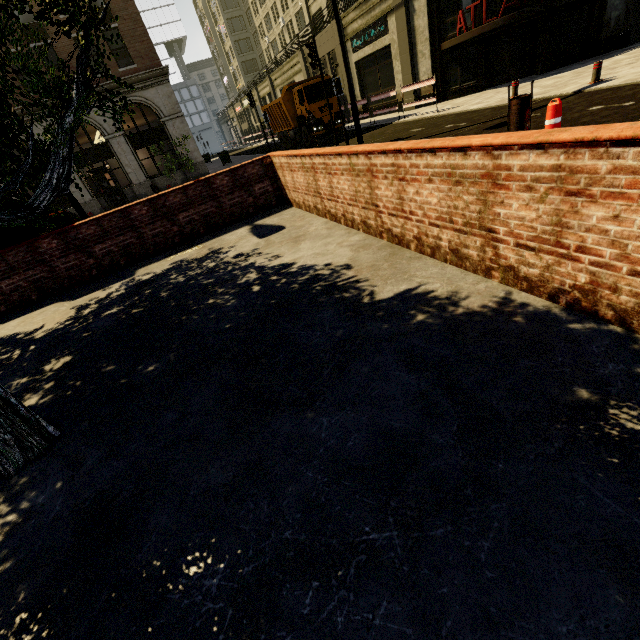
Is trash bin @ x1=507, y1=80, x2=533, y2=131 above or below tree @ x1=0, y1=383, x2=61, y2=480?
above

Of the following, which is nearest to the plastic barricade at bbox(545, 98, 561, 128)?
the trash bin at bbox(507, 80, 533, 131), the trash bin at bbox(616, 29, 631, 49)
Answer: the trash bin at bbox(507, 80, 533, 131)

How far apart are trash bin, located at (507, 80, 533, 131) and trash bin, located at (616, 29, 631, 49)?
17.5m

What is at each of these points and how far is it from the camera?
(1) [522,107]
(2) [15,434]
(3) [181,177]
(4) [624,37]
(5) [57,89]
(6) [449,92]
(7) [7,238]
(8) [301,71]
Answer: (1) trash bin, 6.50m
(2) tree, 2.77m
(3) building, 25.05m
(4) trash bin, 16.20m
(5) tree, 3.59m
(6) building, 19.67m
(7) phone booth, 6.93m
(8) building, 33.47m

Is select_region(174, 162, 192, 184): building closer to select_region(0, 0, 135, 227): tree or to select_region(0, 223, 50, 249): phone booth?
select_region(0, 0, 135, 227): tree

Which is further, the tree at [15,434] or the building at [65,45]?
the building at [65,45]

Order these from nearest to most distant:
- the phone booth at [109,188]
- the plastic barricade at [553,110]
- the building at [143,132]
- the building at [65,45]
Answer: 1. the plastic barricade at [553,110]
2. the building at [65,45]
3. the building at [143,132]
4. the phone booth at [109,188]

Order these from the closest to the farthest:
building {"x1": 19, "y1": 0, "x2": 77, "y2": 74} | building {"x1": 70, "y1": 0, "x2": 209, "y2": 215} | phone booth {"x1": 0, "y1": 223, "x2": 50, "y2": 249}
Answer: phone booth {"x1": 0, "y1": 223, "x2": 50, "y2": 249}
building {"x1": 19, "y1": 0, "x2": 77, "y2": 74}
building {"x1": 70, "y1": 0, "x2": 209, "y2": 215}
